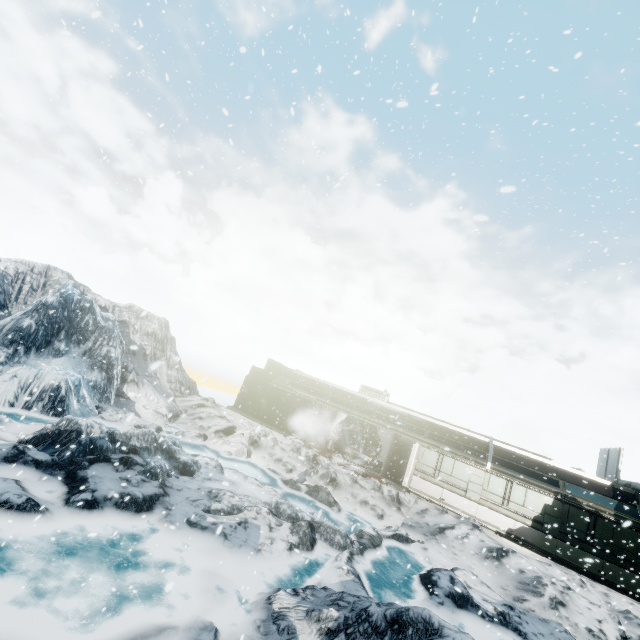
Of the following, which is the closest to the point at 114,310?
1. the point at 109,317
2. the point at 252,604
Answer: the point at 109,317
